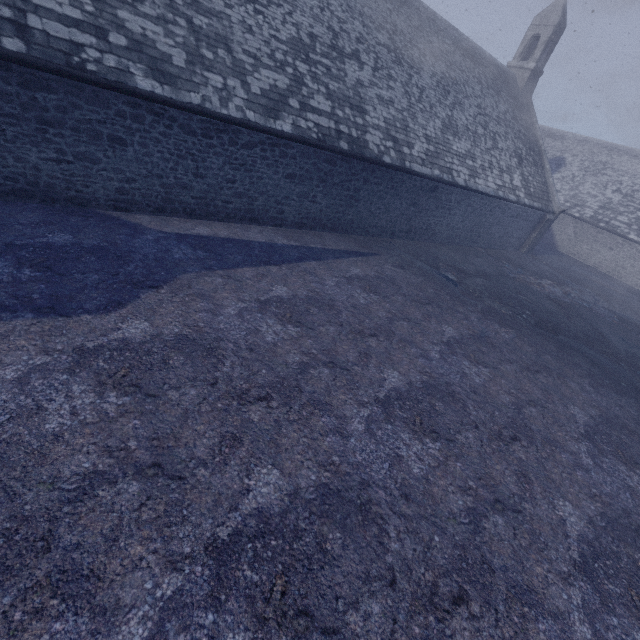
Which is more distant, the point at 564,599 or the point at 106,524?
the point at 564,599
